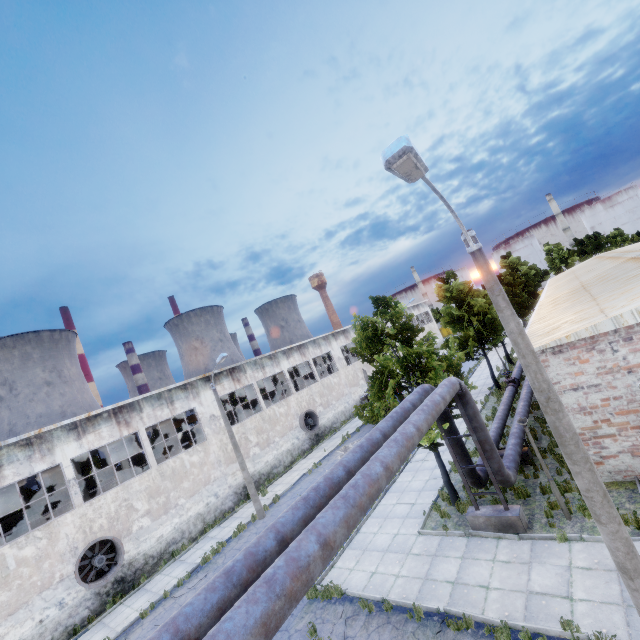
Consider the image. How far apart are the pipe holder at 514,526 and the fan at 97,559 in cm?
1798

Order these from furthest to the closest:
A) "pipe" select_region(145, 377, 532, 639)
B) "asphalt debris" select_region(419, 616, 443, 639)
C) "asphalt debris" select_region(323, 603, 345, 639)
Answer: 1. "asphalt debris" select_region(323, 603, 345, 639)
2. "asphalt debris" select_region(419, 616, 443, 639)
3. "pipe" select_region(145, 377, 532, 639)

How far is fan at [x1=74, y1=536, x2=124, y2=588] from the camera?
16.2 meters

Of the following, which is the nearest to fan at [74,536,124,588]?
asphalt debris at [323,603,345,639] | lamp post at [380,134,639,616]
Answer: asphalt debris at [323,603,345,639]

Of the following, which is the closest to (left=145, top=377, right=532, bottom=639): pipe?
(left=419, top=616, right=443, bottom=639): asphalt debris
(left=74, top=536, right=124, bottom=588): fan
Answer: (left=419, top=616, right=443, bottom=639): asphalt debris

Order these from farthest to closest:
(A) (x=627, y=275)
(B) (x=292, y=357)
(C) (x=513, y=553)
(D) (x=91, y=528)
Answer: (B) (x=292, y=357)
(D) (x=91, y=528)
(A) (x=627, y=275)
(C) (x=513, y=553)

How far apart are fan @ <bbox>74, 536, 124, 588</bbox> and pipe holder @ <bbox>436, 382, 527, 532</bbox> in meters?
18.0

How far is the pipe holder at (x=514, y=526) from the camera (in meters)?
10.59
